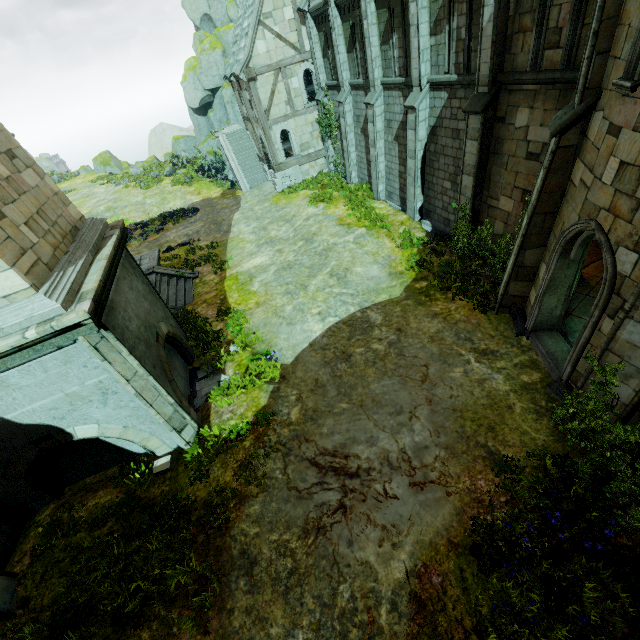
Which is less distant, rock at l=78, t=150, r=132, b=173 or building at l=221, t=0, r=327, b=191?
building at l=221, t=0, r=327, b=191

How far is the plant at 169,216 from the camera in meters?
25.0 m

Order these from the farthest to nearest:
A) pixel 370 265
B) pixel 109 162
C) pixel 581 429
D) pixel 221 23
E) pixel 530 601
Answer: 1. pixel 109 162
2. pixel 221 23
3. pixel 370 265
4. pixel 581 429
5. pixel 530 601

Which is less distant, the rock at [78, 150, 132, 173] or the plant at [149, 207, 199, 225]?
the plant at [149, 207, 199, 225]

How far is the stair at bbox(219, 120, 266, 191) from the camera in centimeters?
2741cm

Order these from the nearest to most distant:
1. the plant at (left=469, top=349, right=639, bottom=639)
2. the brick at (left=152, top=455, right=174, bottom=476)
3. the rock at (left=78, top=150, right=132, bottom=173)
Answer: the plant at (left=469, top=349, right=639, bottom=639), the brick at (left=152, top=455, right=174, bottom=476), the rock at (left=78, top=150, right=132, bottom=173)

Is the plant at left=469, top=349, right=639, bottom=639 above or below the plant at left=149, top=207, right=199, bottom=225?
below

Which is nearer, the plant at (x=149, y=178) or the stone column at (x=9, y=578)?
the stone column at (x=9, y=578)
